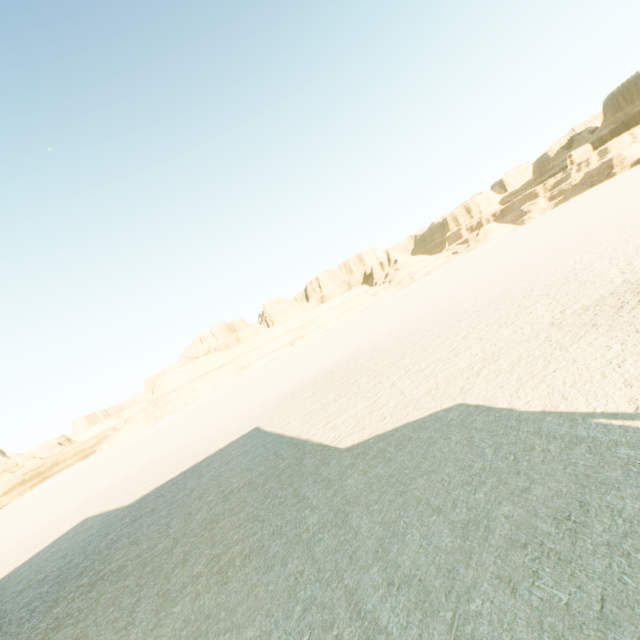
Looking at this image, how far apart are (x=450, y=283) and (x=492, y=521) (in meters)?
36.95
